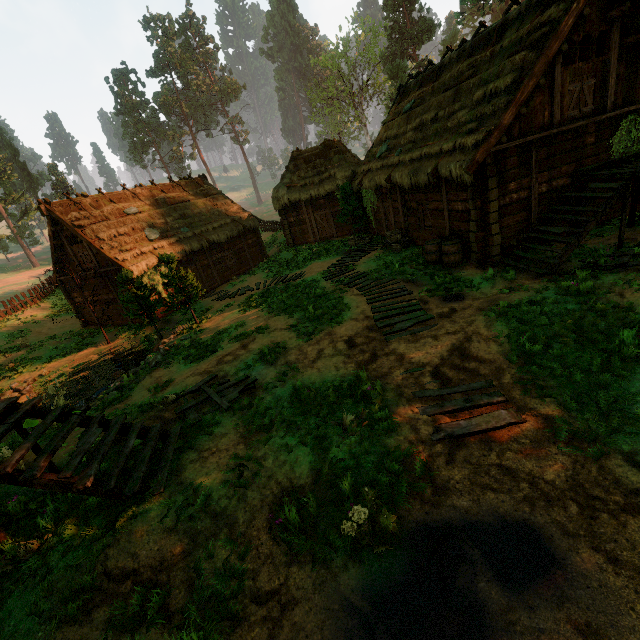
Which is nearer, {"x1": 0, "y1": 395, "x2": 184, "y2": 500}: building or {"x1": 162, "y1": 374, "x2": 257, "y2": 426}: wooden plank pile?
{"x1": 0, "y1": 395, "x2": 184, "y2": 500}: building

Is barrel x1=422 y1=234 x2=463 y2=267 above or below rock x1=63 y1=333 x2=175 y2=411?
above

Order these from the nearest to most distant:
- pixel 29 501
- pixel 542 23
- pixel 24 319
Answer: pixel 29 501 < pixel 542 23 < pixel 24 319

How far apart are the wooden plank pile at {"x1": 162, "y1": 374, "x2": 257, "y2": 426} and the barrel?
8.26m

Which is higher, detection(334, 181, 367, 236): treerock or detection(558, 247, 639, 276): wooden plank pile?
detection(334, 181, 367, 236): treerock

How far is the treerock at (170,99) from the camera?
57.1m

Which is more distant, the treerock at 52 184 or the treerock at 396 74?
the treerock at 52 184

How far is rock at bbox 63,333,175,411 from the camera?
11.2 meters
